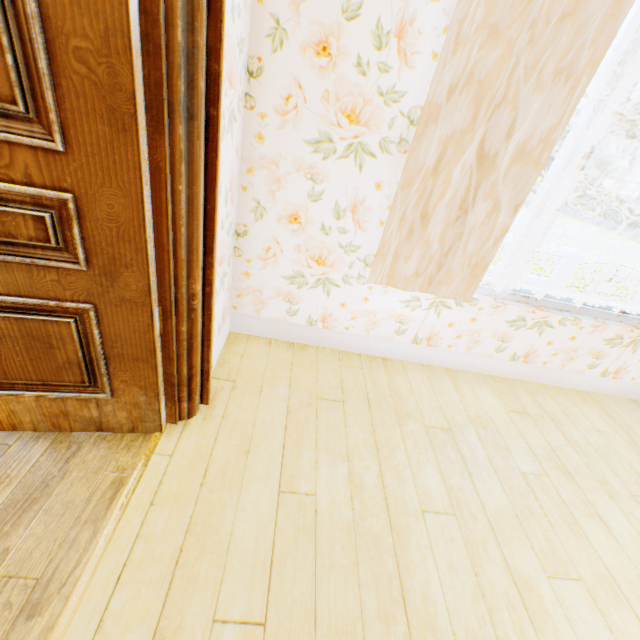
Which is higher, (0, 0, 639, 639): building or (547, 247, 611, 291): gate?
(0, 0, 639, 639): building

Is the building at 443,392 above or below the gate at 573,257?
above

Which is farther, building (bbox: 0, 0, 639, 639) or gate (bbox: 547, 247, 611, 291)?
gate (bbox: 547, 247, 611, 291)

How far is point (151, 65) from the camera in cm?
86

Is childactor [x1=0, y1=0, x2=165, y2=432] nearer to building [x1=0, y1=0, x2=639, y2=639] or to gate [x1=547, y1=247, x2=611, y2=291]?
building [x1=0, y1=0, x2=639, y2=639]

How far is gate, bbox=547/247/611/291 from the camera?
16.9m

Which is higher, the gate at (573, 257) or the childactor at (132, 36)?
the childactor at (132, 36)
